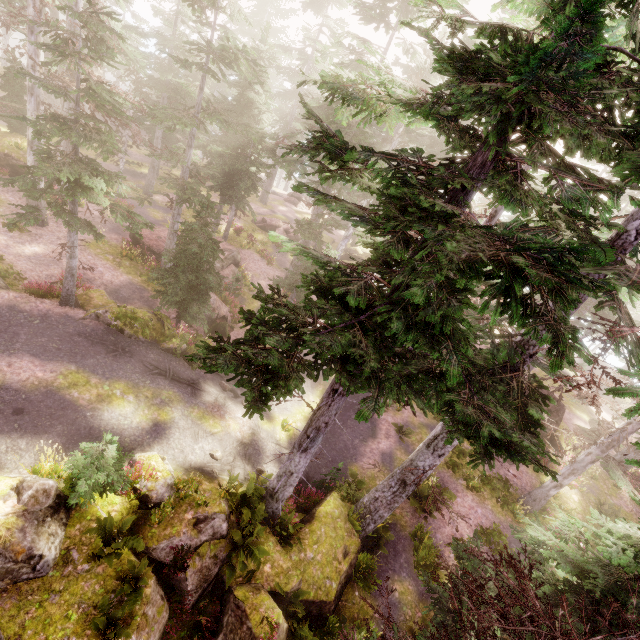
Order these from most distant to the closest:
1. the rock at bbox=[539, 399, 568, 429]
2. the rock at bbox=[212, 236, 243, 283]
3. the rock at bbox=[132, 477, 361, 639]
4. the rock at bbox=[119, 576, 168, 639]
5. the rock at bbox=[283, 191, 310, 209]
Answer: the rock at bbox=[283, 191, 310, 209] → the rock at bbox=[212, 236, 243, 283] → the rock at bbox=[539, 399, 568, 429] → the rock at bbox=[132, 477, 361, 639] → the rock at bbox=[119, 576, 168, 639]

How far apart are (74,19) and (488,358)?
14.74m

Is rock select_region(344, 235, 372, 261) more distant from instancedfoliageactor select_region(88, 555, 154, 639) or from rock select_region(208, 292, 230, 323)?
rock select_region(208, 292, 230, 323)

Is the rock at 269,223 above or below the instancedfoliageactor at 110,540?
above

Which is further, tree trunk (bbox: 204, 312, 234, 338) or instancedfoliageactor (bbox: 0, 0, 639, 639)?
tree trunk (bbox: 204, 312, 234, 338)

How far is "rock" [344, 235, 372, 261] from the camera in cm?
3841

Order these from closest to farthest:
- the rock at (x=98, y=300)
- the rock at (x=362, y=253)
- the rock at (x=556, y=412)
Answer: the rock at (x=98, y=300)
the rock at (x=556, y=412)
the rock at (x=362, y=253)

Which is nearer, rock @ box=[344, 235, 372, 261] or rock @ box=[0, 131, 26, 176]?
rock @ box=[0, 131, 26, 176]
